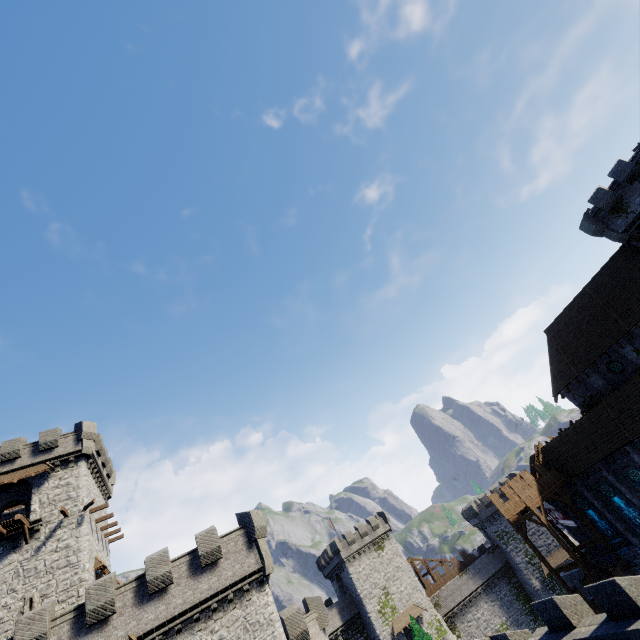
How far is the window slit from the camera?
21.3m

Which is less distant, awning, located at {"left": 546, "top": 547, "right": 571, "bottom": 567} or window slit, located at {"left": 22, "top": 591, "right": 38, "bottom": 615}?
window slit, located at {"left": 22, "top": 591, "right": 38, "bottom": 615}

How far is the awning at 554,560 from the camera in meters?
50.2

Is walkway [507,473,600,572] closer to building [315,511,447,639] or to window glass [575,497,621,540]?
window glass [575,497,621,540]

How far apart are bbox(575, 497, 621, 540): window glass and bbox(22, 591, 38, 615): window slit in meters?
43.9 m

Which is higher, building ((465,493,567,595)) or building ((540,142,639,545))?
building ((540,142,639,545))

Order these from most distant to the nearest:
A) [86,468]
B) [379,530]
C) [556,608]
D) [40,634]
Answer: [379,530], [86,468], [40,634], [556,608]

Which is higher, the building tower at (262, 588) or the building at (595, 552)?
the building tower at (262, 588)
